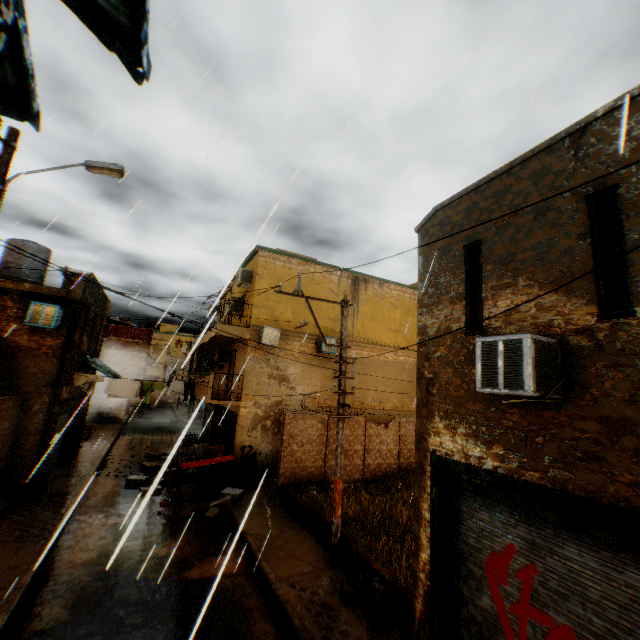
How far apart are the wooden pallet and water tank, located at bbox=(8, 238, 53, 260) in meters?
11.9 m

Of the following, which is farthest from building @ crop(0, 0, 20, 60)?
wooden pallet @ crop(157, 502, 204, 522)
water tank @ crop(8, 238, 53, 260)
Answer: wooden pallet @ crop(157, 502, 204, 522)

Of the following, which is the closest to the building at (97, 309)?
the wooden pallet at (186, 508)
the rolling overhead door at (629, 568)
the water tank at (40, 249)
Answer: the rolling overhead door at (629, 568)

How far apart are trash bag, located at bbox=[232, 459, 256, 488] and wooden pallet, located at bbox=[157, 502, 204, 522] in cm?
181

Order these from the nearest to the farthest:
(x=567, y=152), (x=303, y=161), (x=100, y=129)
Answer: (x=303, y=161) → (x=567, y=152) → (x=100, y=129)

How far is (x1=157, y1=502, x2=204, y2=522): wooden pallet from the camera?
10.5m

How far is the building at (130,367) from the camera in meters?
28.6

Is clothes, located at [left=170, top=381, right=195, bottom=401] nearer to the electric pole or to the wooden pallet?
the electric pole
